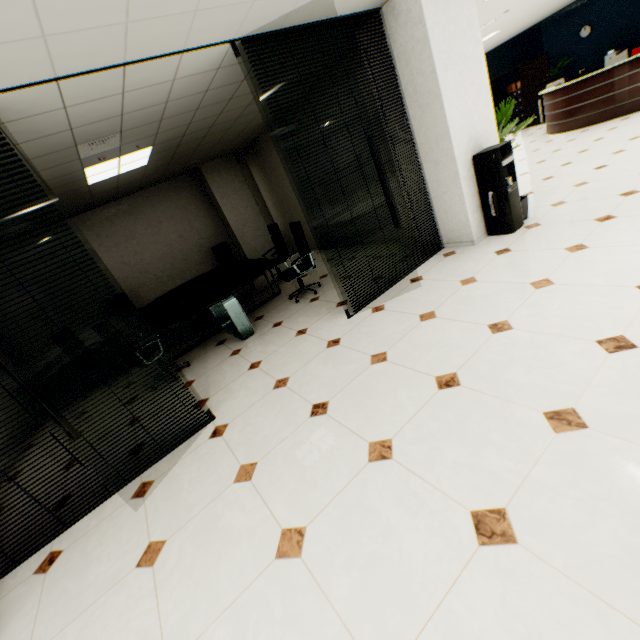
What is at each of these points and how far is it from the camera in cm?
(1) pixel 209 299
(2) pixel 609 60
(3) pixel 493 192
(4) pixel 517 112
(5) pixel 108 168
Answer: (1) table, 479
(2) printer, 953
(3) water cooler, 415
(4) file cabinet, 1427
(5) light, 486

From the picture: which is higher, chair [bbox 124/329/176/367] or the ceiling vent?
the ceiling vent

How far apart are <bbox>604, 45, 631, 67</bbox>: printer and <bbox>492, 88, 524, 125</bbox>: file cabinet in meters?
4.3

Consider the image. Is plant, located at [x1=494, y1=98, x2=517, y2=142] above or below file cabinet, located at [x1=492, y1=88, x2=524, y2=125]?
above

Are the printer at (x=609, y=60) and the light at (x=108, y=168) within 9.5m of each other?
no

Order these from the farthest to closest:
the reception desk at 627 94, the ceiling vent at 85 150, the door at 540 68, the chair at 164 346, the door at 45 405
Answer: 1. the door at 540 68
2. the reception desk at 627 94
3. the chair at 164 346
4. the ceiling vent at 85 150
5. the door at 45 405

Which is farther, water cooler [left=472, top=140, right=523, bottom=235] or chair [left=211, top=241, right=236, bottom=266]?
chair [left=211, top=241, right=236, bottom=266]

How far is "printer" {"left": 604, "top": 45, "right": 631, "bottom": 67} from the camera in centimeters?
925cm
